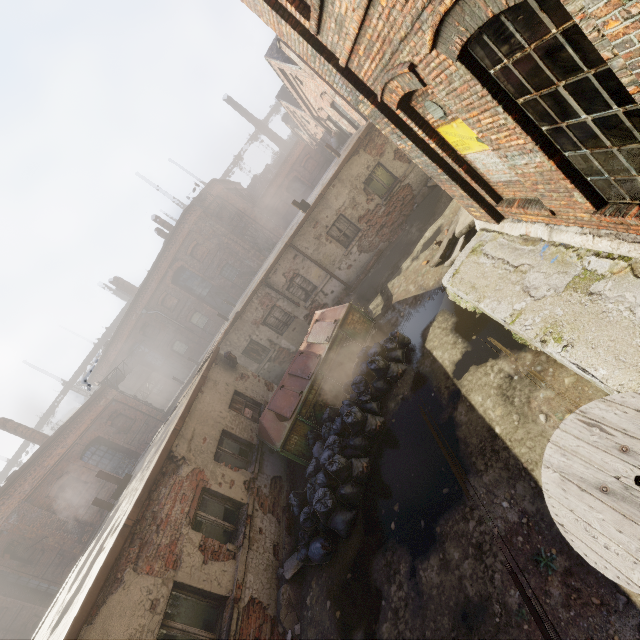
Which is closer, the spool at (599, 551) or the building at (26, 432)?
the spool at (599, 551)

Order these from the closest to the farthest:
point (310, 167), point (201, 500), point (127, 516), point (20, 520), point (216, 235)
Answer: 1. point (127, 516)
2. point (201, 500)
3. point (20, 520)
4. point (216, 235)
5. point (310, 167)

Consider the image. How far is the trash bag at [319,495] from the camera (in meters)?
6.33

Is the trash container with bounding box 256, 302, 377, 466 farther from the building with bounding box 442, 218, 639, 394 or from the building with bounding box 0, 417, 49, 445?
the building with bounding box 0, 417, 49, 445

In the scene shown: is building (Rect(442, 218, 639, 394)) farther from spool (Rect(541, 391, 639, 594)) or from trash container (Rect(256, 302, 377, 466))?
trash container (Rect(256, 302, 377, 466))

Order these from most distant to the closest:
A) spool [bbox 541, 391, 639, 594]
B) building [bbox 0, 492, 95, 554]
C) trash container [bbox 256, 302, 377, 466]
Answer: building [bbox 0, 492, 95, 554] → trash container [bbox 256, 302, 377, 466] → spool [bbox 541, 391, 639, 594]

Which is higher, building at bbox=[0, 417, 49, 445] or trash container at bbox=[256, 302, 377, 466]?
building at bbox=[0, 417, 49, 445]

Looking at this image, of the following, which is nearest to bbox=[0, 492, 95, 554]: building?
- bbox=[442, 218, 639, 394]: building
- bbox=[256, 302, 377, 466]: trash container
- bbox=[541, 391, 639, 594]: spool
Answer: bbox=[256, 302, 377, 466]: trash container
